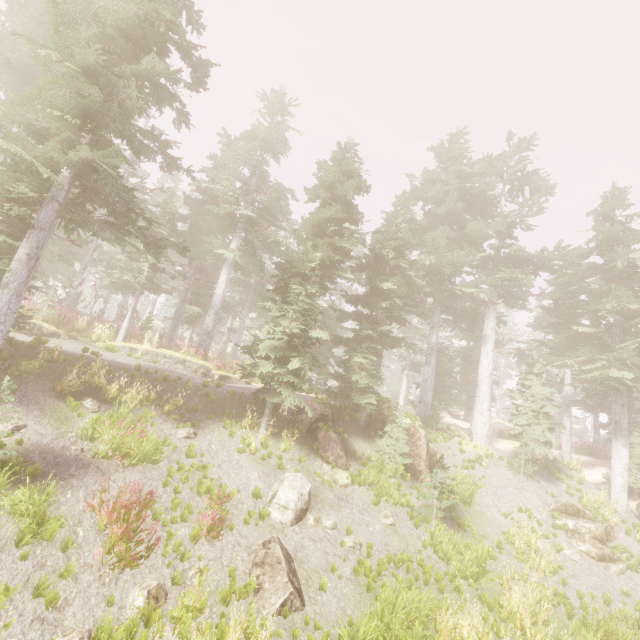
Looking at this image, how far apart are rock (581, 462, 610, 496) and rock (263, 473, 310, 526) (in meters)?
18.33

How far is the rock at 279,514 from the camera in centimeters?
1041cm

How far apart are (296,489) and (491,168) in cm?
2832

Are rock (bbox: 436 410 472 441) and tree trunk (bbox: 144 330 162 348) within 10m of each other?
no

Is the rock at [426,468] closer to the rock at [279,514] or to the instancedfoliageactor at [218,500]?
the instancedfoliageactor at [218,500]

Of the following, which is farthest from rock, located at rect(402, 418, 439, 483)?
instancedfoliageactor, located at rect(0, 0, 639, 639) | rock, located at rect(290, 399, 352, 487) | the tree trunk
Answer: the tree trunk

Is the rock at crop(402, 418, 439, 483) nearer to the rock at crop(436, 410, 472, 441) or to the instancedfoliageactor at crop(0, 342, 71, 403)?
the instancedfoliageactor at crop(0, 342, 71, 403)

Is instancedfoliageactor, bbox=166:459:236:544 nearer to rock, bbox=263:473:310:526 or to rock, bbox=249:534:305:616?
rock, bbox=263:473:310:526
